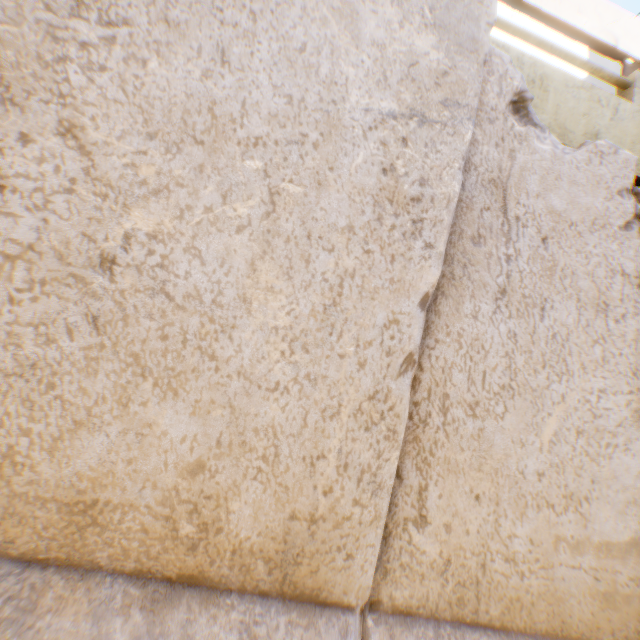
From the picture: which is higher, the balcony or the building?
the building

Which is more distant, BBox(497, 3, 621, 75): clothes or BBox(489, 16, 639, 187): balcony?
BBox(497, 3, 621, 75): clothes

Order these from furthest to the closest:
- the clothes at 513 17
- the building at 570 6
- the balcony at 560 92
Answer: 1. the building at 570 6
2. the clothes at 513 17
3. the balcony at 560 92

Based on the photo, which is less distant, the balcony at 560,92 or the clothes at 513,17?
the balcony at 560,92

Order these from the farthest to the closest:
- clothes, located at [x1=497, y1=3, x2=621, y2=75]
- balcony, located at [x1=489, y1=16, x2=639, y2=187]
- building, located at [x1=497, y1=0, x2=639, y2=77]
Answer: building, located at [x1=497, y1=0, x2=639, y2=77] → clothes, located at [x1=497, y1=3, x2=621, y2=75] → balcony, located at [x1=489, y1=16, x2=639, y2=187]

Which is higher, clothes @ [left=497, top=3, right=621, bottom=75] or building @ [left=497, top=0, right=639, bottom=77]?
building @ [left=497, top=0, right=639, bottom=77]

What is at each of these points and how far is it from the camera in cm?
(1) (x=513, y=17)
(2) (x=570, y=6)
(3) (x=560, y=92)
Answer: (1) clothes, 354
(2) building, 442
(3) balcony, 246

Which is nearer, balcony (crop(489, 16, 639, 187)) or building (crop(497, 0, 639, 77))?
balcony (crop(489, 16, 639, 187))
